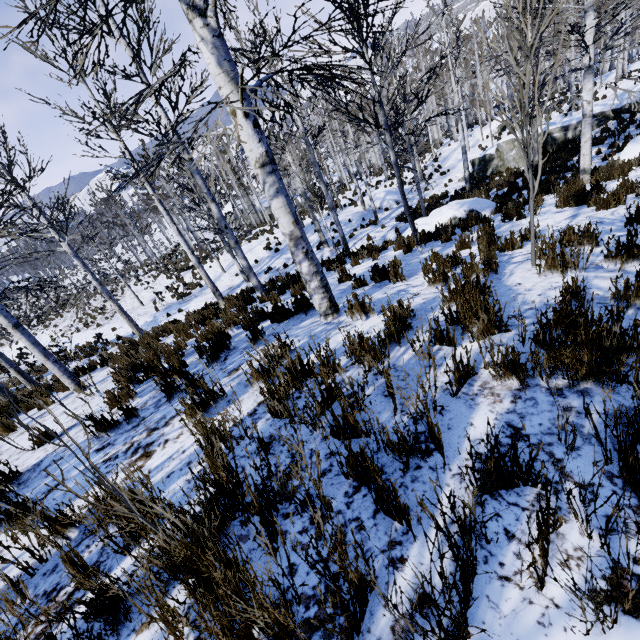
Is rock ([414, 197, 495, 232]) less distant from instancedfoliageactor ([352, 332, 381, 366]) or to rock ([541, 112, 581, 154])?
instancedfoliageactor ([352, 332, 381, 366])

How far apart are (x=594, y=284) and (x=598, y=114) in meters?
18.8 m

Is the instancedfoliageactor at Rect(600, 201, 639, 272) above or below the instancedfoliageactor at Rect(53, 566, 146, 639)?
below

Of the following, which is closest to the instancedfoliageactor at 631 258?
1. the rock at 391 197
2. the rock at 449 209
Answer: the rock at 449 209

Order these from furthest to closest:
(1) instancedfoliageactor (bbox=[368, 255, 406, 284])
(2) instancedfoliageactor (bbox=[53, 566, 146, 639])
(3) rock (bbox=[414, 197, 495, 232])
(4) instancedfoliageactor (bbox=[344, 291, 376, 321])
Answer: (3) rock (bbox=[414, 197, 495, 232]) < (1) instancedfoliageactor (bbox=[368, 255, 406, 284]) < (4) instancedfoliageactor (bbox=[344, 291, 376, 321]) < (2) instancedfoliageactor (bbox=[53, 566, 146, 639])

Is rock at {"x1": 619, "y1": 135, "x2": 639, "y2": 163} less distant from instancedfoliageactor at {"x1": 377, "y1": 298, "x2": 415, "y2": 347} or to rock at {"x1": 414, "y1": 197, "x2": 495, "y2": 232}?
instancedfoliageactor at {"x1": 377, "y1": 298, "x2": 415, "y2": 347}

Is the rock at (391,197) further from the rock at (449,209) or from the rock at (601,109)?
the rock at (449,209)

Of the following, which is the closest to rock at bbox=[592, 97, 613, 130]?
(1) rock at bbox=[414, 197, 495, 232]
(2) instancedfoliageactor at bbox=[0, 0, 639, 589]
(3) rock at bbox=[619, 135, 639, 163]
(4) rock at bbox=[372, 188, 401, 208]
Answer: (2) instancedfoliageactor at bbox=[0, 0, 639, 589]
